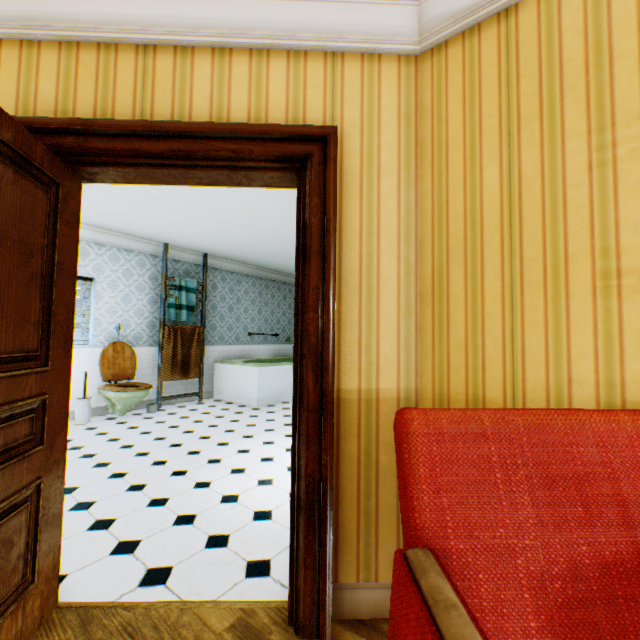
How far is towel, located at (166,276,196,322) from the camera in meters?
6.4

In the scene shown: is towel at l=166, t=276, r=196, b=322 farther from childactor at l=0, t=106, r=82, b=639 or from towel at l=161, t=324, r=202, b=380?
childactor at l=0, t=106, r=82, b=639

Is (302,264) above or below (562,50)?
below

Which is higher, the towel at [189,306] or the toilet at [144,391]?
the towel at [189,306]

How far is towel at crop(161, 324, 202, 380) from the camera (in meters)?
6.20

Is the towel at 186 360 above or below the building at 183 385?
above

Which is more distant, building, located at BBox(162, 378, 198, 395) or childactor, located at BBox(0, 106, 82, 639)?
building, located at BBox(162, 378, 198, 395)

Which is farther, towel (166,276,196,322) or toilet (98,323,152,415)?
towel (166,276,196,322)
